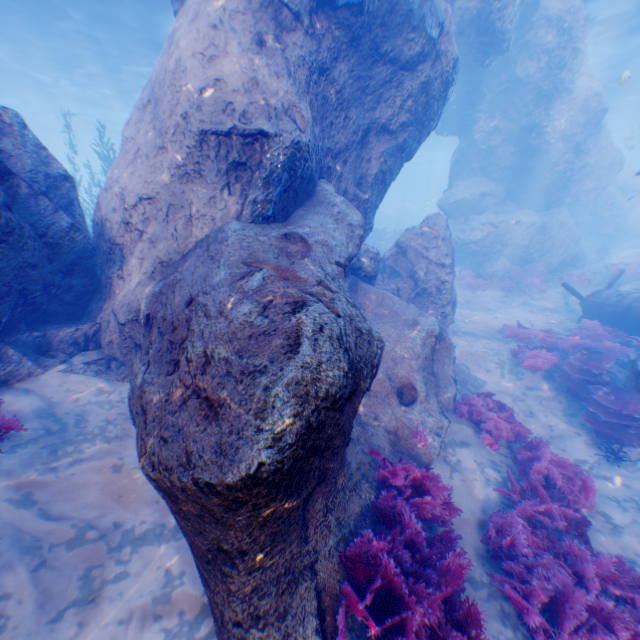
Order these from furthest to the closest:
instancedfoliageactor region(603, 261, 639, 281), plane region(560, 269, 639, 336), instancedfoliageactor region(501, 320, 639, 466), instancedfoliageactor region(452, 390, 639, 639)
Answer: instancedfoliageactor region(603, 261, 639, 281) → plane region(560, 269, 639, 336) → instancedfoliageactor region(501, 320, 639, 466) → instancedfoliageactor region(452, 390, 639, 639)

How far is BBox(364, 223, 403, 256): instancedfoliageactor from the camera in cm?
2352

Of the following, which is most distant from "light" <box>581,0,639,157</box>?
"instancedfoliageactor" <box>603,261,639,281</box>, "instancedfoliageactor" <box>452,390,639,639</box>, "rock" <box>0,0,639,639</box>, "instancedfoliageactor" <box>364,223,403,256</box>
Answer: "instancedfoliageactor" <box>452,390,639,639</box>

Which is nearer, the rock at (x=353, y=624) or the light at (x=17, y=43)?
the rock at (x=353, y=624)

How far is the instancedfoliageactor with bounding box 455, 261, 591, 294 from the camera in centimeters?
1634cm

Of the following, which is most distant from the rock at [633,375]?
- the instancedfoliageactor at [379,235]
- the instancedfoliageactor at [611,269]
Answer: the instancedfoliageactor at [611,269]

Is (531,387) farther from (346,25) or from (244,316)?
(346,25)

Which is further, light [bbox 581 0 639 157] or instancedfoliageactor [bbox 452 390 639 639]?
light [bbox 581 0 639 157]
